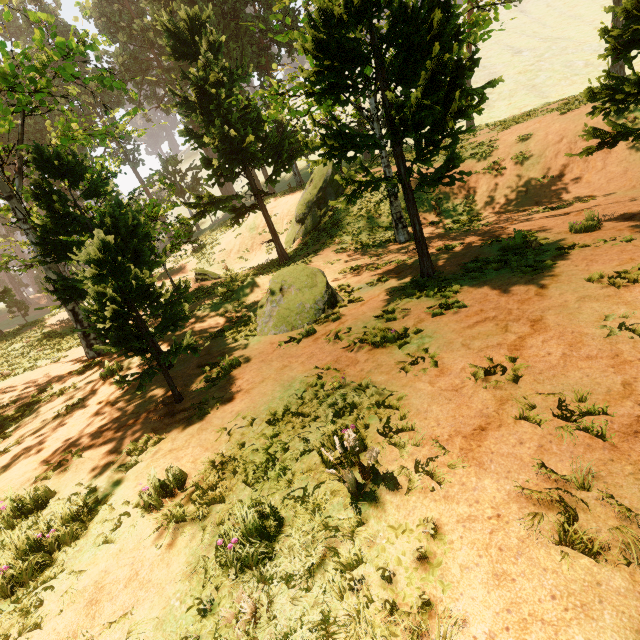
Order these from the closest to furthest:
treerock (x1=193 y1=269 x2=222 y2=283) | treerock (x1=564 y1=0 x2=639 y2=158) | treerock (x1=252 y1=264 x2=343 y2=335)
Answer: treerock (x1=564 y1=0 x2=639 y2=158) → treerock (x1=252 y1=264 x2=343 y2=335) → treerock (x1=193 y1=269 x2=222 y2=283)

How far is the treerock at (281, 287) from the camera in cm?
912

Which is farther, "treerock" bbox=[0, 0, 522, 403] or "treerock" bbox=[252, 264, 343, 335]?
"treerock" bbox=[252, 264, 343, 335]

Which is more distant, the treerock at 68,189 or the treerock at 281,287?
the treerock at 281,287

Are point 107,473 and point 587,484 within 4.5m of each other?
no

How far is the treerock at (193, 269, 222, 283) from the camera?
22.0 meters
